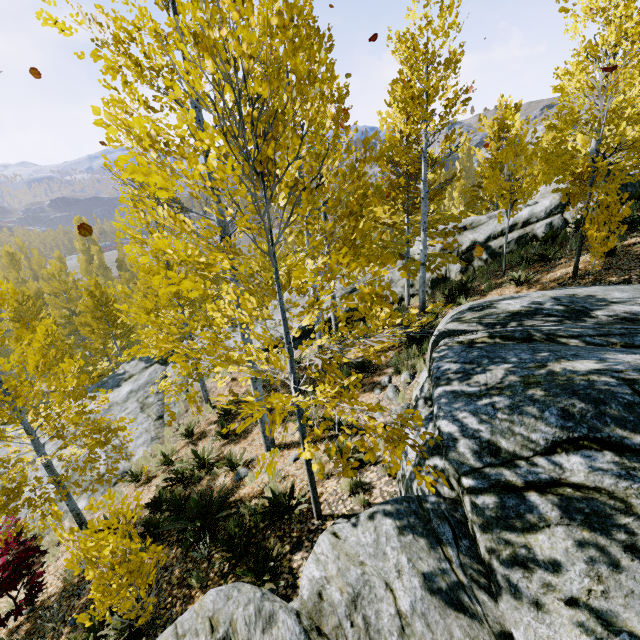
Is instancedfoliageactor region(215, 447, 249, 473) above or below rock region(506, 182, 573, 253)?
below

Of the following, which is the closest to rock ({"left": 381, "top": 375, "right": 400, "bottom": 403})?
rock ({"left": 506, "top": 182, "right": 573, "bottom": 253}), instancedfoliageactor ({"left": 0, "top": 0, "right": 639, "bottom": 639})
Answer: instancedfoliageactor ({"left": 0, "top": 0, "right": 639, "bottom": 639})

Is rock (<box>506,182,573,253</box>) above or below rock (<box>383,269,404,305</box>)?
above

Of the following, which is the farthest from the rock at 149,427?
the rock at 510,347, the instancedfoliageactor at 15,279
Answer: the rock at 510,347

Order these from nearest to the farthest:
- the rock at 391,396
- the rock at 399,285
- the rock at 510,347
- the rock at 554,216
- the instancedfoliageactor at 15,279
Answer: the rock at 510,347 → the instancedfoliageactor at 15,279 → the rock at 391,396 → the rock at 554,216 → the rock at 399,285

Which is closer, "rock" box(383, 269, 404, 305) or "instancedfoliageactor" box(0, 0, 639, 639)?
"instancedfoliageactor" box(0, 0, 639, 639)

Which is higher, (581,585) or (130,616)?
A: (581,585)
